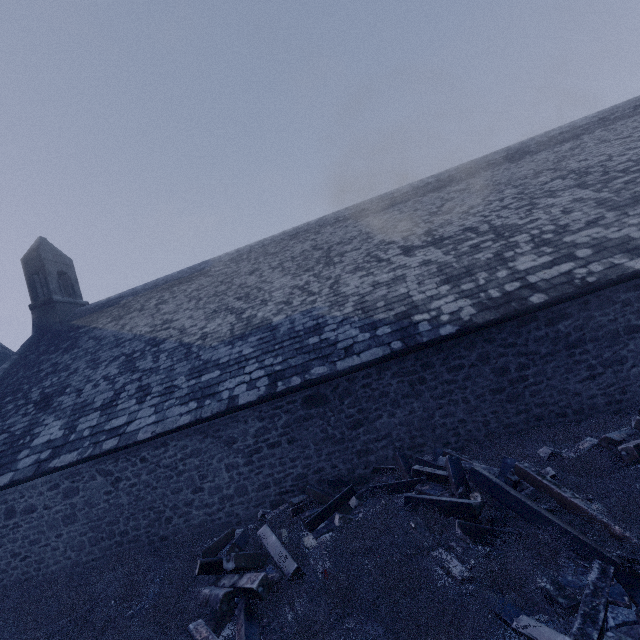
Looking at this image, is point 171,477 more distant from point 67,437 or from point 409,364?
point 409,364

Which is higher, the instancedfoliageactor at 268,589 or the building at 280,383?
the building at 280,383

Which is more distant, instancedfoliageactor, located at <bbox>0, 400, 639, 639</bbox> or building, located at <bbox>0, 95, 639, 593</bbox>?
building, located at <bbox>0, 95, 639, 593</bbox>

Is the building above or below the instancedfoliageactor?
above

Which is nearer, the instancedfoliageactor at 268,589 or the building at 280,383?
the instancedfoliageactor at 268,589
